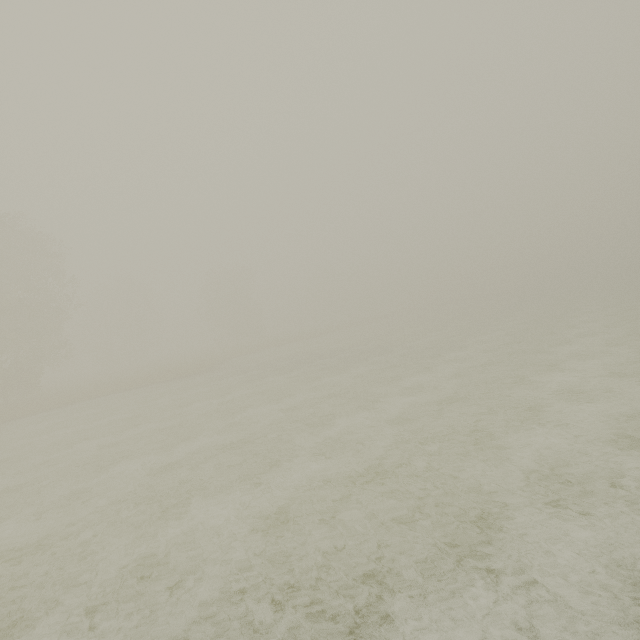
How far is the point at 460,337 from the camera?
24.62m
